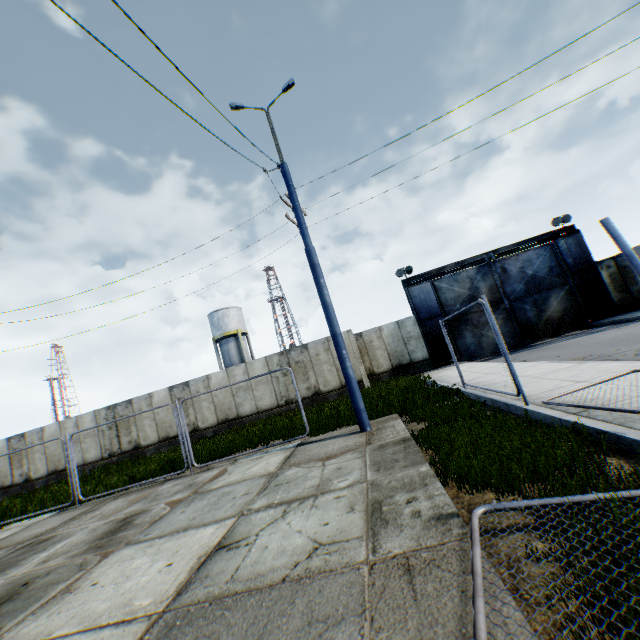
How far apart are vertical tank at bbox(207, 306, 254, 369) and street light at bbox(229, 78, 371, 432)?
29.15m

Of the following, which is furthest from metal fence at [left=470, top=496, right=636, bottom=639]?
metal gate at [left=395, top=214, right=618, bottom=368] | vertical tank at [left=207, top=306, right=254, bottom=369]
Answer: vertical tank at [left=207, top=306, right=254, bottom=369]

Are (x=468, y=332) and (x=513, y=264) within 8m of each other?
yes

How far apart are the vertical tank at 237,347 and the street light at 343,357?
29.15m

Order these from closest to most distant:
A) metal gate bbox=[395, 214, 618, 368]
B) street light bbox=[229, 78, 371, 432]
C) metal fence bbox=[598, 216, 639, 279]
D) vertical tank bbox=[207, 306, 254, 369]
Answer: metal fence bbox=[598, 216, 639, 279]
street light bbox=[229, 78, 371, 432]
metal gate bbox=[395, 214, 618, 368]
vertical tank bbox=[207, 306, 254, 369]

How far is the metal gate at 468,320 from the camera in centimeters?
1983cm

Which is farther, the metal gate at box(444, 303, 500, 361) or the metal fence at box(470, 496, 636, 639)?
the metal gate at box(444, 303, 500, 361)

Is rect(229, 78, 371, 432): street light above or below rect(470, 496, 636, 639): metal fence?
above
